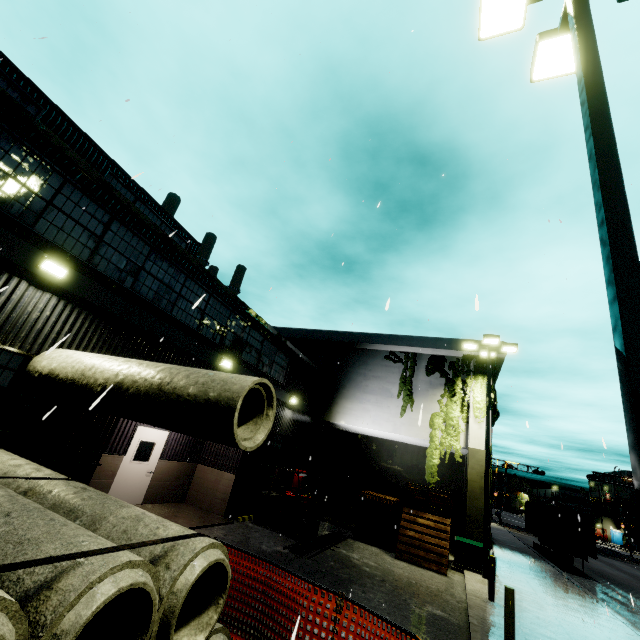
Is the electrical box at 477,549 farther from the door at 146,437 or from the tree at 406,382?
the door at 146,437

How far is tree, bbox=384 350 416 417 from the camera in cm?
1861

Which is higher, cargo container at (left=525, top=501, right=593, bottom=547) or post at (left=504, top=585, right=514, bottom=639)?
cargo container at (left=525, top=501, right=593, bottom=547)

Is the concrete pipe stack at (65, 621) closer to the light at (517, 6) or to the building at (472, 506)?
the building at (472, 506)

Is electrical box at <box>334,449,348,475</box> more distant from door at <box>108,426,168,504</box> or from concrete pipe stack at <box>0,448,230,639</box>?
door at <box>108,426,168,504</box>

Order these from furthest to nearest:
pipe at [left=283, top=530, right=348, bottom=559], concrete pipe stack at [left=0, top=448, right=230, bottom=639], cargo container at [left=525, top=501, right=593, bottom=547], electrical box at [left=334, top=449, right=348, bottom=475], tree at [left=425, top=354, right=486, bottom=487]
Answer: electrical box at [left=334, top=449, right=348, bottom=475] < cargo container at [left=525, top=501, right=593, bottom=547] < tree at [left=425, top=354, right=486, bottom=487] < pipe at [left=283, top=530, right=348, bottom=559] < concrete pipe stack at [left=0, top=448, right=230, bottom=639]

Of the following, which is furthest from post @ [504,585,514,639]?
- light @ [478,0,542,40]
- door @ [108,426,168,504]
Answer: door @ [108,426,168,504]

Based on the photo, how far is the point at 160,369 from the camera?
5.4 meters
